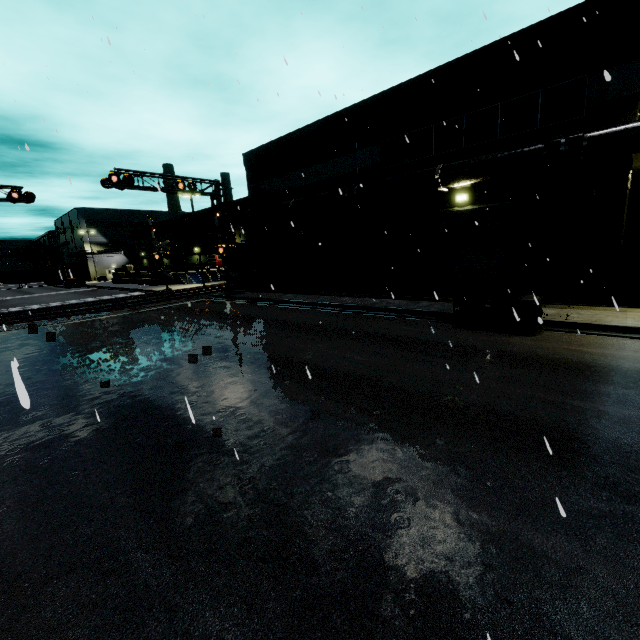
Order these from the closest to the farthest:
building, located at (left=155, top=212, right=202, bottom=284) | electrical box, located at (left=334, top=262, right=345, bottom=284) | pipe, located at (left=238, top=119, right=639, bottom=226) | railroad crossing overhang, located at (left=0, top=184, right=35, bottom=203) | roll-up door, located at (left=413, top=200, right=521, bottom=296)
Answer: pipe, located at (left=238, top=119, right=639, bottom=226)
roll-up door, located at (left=413, top=200, right=521, bottom=296)
electrical box, located at (left=334, top=262, right=345, bottom=284)
railroad crossing overhang, located at (left=0, top=184, right=35, bottom=203)
building, located at (left=155, top=212, right=202, bottom=284)

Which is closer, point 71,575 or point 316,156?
point 71,575

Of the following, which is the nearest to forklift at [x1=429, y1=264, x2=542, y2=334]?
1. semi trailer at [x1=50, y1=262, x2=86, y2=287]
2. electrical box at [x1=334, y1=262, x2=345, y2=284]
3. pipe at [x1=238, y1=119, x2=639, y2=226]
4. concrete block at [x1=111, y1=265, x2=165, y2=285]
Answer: pipe at [x1=238, y1=119, x2=639, y2=226]

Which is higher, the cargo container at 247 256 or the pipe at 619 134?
the pipe at 619 134

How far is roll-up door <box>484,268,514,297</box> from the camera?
15.2m

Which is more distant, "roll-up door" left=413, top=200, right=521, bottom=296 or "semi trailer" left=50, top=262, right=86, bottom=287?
"semi trailer" left=50, top=262, right=86, bottom=287

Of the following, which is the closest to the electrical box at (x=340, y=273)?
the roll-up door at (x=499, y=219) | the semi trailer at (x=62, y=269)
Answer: the roll-up door at (x=499, y=219)

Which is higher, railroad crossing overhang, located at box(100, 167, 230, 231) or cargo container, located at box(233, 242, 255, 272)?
railroad crossing overhang, located at box(100, 167, 230, 231)
